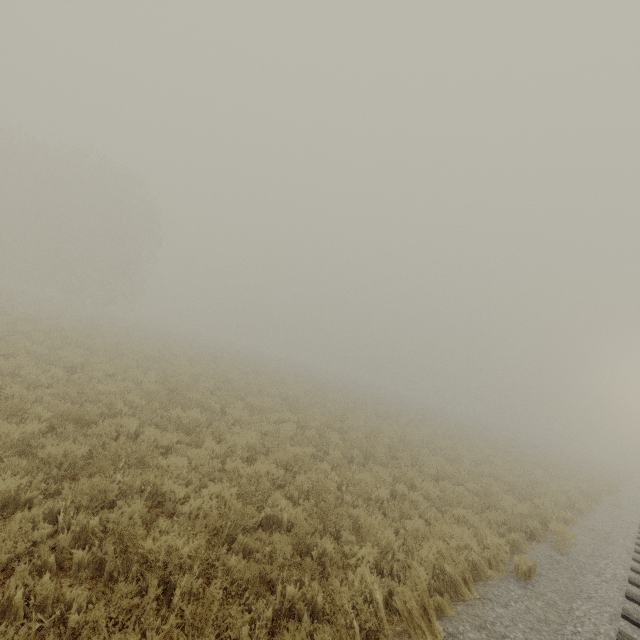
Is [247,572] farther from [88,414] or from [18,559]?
[88,414]
